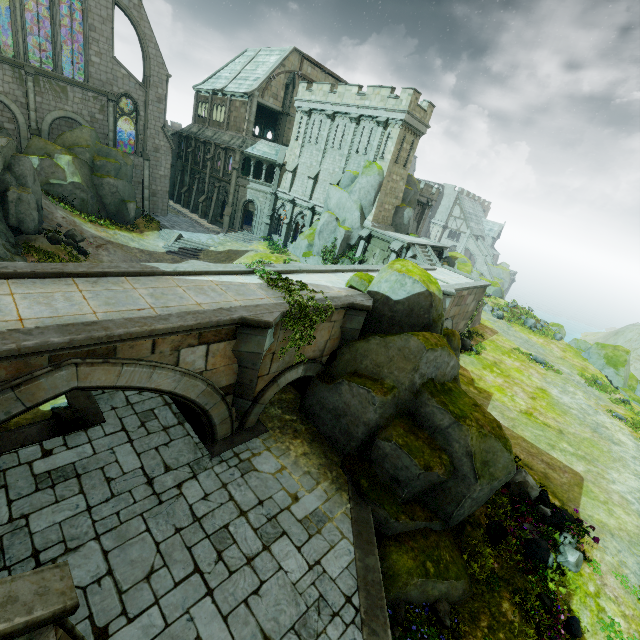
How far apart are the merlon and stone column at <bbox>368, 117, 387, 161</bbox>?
14.8m

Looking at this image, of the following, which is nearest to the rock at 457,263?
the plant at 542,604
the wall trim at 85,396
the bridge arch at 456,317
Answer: the bridge arch at 456,317

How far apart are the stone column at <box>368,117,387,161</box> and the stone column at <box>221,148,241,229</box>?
14.76m

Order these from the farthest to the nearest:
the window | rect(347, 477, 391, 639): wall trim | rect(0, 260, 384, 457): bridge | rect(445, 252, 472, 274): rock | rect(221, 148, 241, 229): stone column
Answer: rect(445, 252, 472, 274): rock, the window, rect(221, 148, 241, 229): stone column, rect(347, 477, 391, 639): wall trim, rect(0, 260, 384, 457): bridge

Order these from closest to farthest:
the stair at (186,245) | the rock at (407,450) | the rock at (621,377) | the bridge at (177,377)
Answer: the bridge at (177,377) → the rock at (407,450) → the rock at (621,377) → the stair at (186,245)

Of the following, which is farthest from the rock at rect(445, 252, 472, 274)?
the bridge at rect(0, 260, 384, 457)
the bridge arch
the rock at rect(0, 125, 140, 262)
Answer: the rock at rect(0, 125, 140, 262)

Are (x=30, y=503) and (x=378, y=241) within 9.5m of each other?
no

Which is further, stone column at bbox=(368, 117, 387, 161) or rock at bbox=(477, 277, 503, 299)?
rock at bbox=(477, 277, 503, 299)
